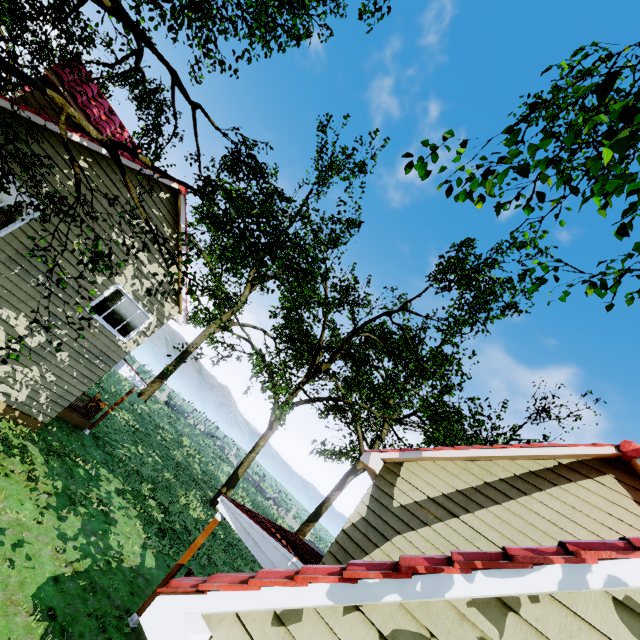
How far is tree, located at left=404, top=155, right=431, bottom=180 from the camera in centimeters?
576cm

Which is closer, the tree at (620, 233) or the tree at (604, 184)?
the tree at (620, 233)

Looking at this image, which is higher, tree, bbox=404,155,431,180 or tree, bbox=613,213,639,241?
tree, bbox=404,155,431,180

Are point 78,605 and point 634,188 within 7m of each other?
no

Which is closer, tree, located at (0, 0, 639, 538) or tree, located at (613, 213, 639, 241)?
tree, located at (613, 213, 639, 241)
